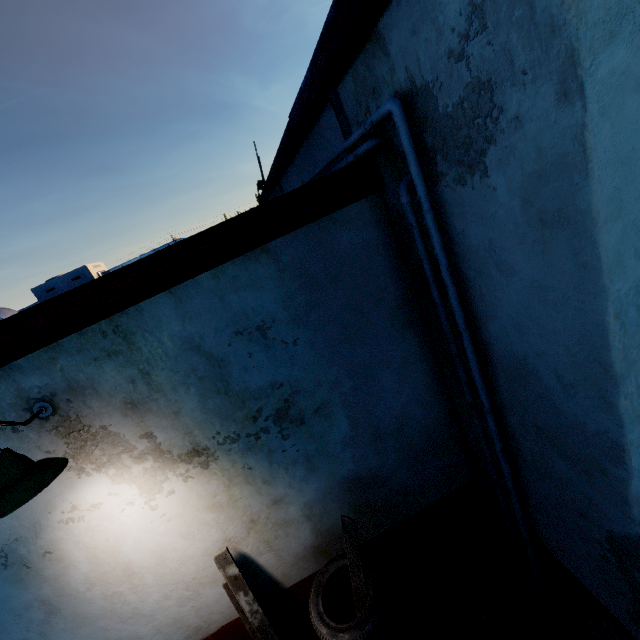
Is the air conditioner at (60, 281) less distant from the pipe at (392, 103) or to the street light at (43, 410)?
the pipe at (392, 103)

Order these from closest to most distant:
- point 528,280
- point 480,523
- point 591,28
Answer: point 591,28 < point 528,280 < point 480,523

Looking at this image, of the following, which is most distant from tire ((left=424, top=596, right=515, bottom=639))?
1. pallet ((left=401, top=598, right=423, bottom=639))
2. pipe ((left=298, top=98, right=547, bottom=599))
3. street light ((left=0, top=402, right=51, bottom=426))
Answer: street light ((left=0, top=402, right=51, bottom=426))

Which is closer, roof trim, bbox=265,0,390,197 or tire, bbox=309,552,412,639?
roof trim, bbox=265,0,390,197

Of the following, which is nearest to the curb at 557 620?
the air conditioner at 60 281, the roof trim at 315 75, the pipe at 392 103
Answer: the pipe at 392 103

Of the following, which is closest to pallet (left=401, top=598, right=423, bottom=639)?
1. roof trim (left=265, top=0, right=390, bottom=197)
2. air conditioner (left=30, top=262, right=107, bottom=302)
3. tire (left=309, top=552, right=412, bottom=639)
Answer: tire (left=309, top=552, right=412, bottom=639)

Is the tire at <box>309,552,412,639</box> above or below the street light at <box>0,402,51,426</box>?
below
